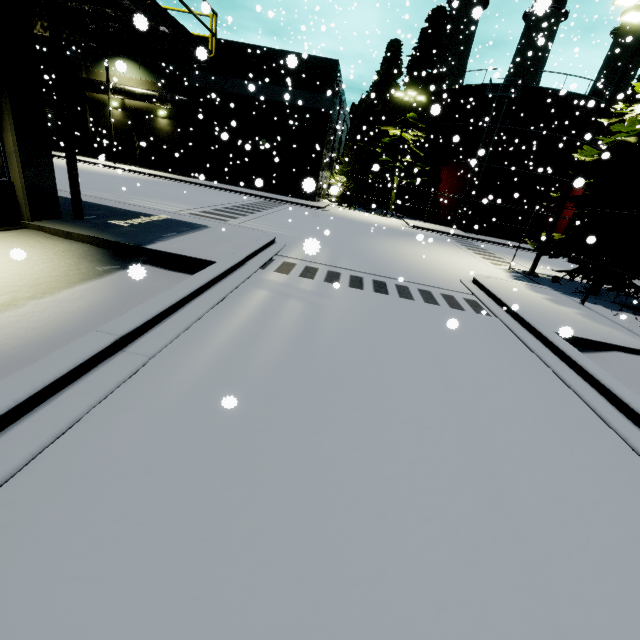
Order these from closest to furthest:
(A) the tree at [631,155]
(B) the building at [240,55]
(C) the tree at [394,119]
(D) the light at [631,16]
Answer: (A) the tree at [631,155] → (D) the light at [631,16] → (B) the building at [240,55] → (C) the tree at [394,119]

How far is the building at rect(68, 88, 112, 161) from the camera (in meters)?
28.93

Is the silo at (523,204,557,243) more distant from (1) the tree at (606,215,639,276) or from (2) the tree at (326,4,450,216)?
(2) the tree at (326,4,450,216)

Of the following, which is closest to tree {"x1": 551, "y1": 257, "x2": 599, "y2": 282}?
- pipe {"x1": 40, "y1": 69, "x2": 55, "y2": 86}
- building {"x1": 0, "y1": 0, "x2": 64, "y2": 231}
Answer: building {"x1": 0, "y1": 0, "x2": 64, "y2": 231}

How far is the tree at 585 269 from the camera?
12.2m

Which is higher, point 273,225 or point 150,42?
point 150,42

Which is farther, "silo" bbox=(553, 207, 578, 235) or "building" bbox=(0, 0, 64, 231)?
"silo" bbox=(553, 207, 578, 235)

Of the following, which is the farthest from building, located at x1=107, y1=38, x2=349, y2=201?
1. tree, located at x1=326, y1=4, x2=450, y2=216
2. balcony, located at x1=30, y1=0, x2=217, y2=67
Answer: tree, located at x1=326, y1=4, x2=450, y2=216
